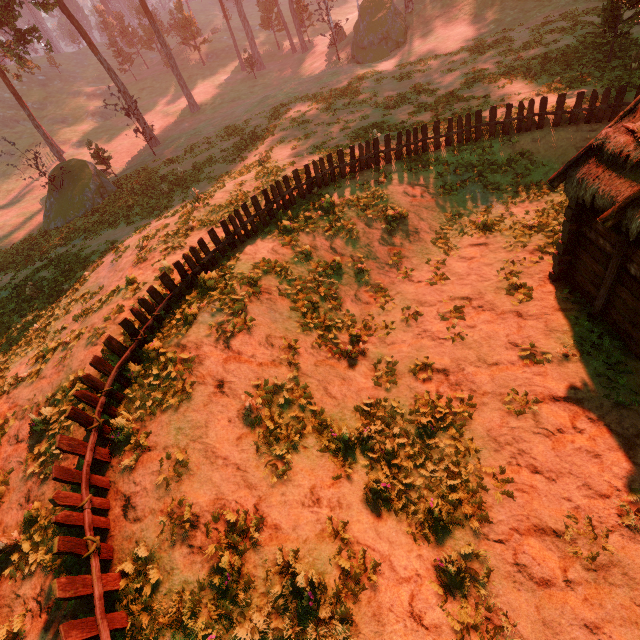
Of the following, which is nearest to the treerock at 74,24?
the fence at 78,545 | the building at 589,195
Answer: the building at 589,195

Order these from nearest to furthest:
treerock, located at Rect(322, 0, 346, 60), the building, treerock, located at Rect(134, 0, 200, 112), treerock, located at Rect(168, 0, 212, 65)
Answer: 1. the building
2. treerock, located at Rect(134, 0, 200, 112)
3. treerock, located at Rect(322, 0, 346, 60)
4. treerock, located at Rect(168, 0, 212, 65)

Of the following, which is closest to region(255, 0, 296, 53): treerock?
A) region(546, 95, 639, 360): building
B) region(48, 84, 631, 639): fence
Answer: region(546, 95, 639, 360): building

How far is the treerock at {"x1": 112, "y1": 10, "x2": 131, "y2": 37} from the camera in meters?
58.3 m

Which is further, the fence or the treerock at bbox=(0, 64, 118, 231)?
the treerock at bbox=(0, 64, 118, 231)

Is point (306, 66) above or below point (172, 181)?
above

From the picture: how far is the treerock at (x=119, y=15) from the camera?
58.3m

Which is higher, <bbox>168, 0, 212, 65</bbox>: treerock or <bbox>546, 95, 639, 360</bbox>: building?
<bbox>168, 0, 212, 65</bbox>: treerock
